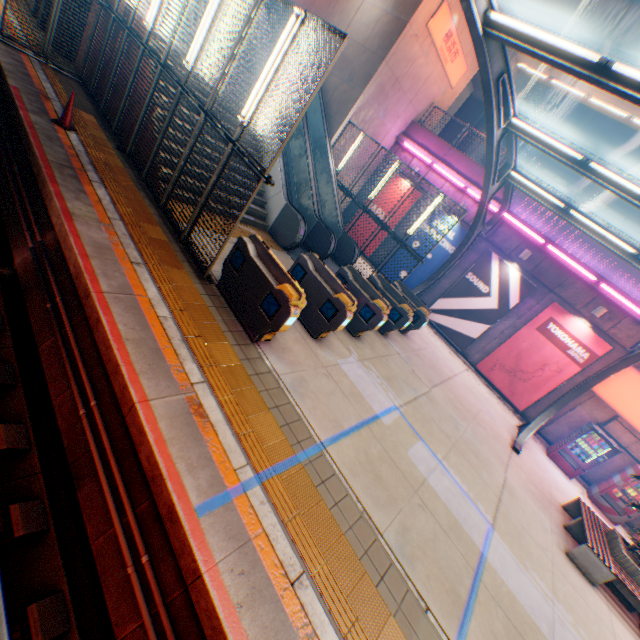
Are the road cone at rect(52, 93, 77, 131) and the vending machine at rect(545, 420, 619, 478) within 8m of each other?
no

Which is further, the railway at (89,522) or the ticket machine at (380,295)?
the ticket machine at (380,295)

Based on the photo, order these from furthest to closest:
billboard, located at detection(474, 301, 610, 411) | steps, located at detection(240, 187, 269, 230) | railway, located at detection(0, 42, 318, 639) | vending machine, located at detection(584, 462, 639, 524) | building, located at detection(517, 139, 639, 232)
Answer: building, located at detection(517, 139, 639, 232), billboard, located at detection(474, 301, 610, 411), vending machine, located at detection(584, 462, 639, 524), steps, located at detection(240, 187, 269, 230), railway, located at detection(0, 42, 318, 639)

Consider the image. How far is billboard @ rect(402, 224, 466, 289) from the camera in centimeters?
1591cm

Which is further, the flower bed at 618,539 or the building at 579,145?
the building at 579,145

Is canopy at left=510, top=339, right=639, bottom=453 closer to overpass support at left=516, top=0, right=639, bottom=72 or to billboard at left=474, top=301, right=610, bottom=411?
billboard at left=474, top=301, right=610, bottom=411

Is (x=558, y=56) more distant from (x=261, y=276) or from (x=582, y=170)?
(x=261, y=276)

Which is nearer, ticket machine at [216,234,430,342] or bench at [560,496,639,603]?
ticket machine at [216,234,430,342]
